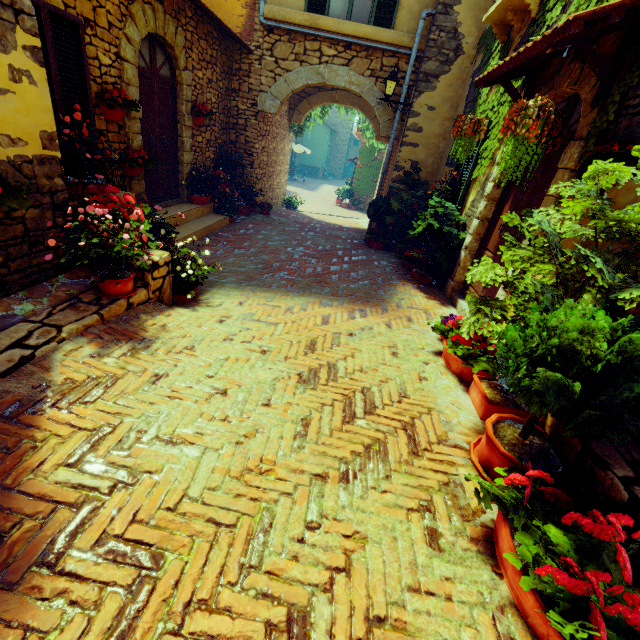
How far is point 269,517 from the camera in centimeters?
169cm

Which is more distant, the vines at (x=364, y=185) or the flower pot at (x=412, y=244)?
the vines at (x=364, y=185)

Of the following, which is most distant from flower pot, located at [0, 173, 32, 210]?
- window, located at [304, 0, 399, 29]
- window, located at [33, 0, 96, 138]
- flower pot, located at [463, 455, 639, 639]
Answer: window, located at [304, 0, 399, 29]

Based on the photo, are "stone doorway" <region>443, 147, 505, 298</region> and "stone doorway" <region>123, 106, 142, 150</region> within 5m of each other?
no

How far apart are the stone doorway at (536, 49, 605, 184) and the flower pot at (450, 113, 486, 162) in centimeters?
39cm

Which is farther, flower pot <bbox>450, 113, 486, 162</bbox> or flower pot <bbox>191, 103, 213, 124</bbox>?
flower pot <bbox>191, 103, 213, 124</bbox>

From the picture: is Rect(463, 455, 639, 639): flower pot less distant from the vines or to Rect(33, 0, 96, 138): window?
the vines

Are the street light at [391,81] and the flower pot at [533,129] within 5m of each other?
no
